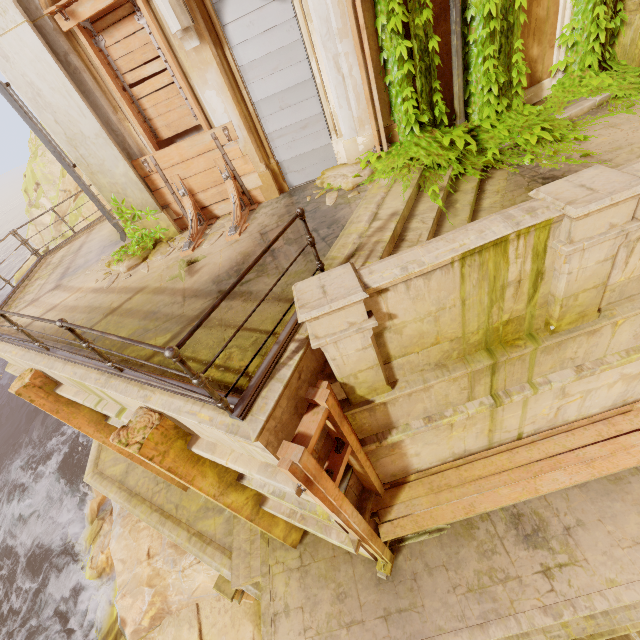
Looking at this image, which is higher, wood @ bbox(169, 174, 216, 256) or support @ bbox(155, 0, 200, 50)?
support @ bbox(155, 0, 200, 50)

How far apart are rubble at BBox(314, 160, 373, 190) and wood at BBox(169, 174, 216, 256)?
2.3 meters

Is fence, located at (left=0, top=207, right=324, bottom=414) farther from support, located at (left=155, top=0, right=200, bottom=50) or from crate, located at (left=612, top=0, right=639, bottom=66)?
crate, located at (left=612, top=0, right=639, bottom=66)

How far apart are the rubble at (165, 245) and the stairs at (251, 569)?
5.8m

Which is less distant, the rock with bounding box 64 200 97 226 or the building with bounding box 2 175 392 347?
the building with bounding box 2 175 392 347

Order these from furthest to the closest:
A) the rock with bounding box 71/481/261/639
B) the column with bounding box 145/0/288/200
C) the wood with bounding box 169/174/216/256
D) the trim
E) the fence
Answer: the rock with bounding box 71/481/261/639 → the wood with bounding box 169/174/216/256 → the column with bounding box 145/0/288/200 → the trim → the fence

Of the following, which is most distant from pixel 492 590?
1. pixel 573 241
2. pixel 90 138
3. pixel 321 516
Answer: pixel 90 138

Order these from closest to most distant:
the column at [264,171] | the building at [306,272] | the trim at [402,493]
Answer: the building at [306,272], the trim at [402,493], the column at [264,171]
